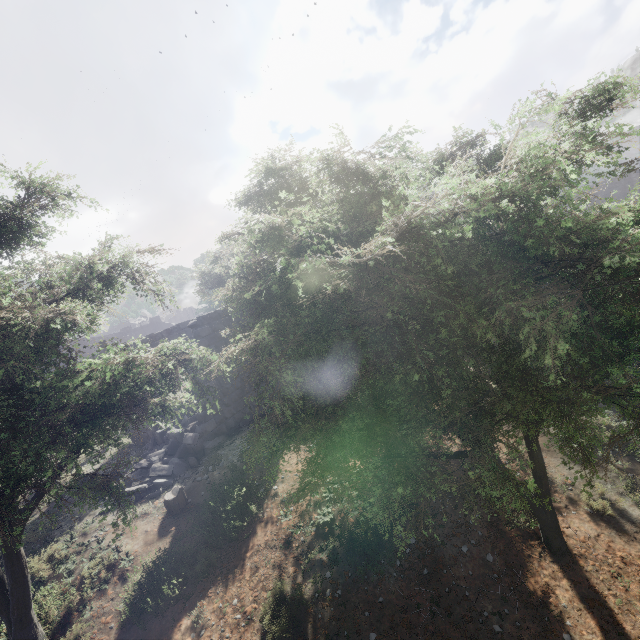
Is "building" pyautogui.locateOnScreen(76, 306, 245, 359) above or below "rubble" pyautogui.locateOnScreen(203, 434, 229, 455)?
above

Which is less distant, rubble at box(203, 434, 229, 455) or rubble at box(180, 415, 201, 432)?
rubble at box(203, 434, 229, 455)

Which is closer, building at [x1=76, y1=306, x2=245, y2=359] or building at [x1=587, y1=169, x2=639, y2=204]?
building at [x1=76, y1=306, x2=245, y2=359]

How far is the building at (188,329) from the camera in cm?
1240

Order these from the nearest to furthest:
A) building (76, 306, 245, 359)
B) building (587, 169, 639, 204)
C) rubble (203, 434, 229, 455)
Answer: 1. rubble (203, 434, 229, 455)
2. building (76, 306, 245, 359)
3. building (587, 169, 639, 204)

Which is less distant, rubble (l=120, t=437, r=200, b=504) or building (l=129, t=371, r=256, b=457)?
rubble (l=120, t=437, r=200, b=504)

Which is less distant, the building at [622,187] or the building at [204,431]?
the building at [204,431]

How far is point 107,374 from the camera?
4.1 meters
